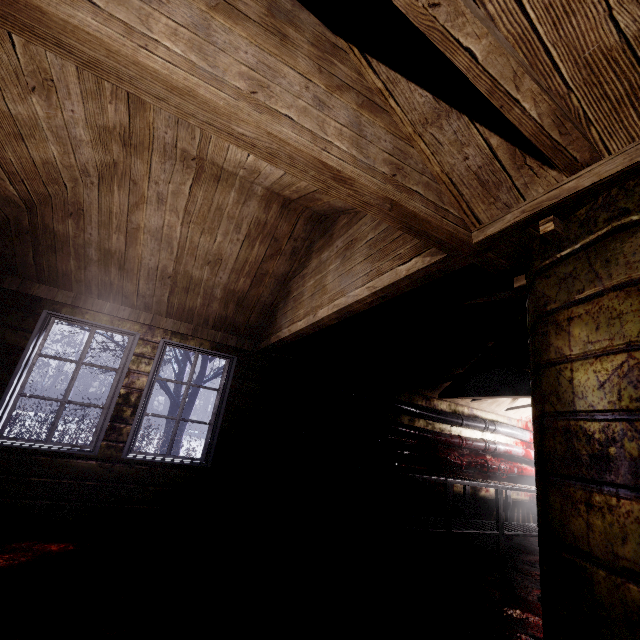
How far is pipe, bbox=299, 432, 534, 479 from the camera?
4.2 meters

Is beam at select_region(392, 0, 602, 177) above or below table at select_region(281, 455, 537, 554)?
above

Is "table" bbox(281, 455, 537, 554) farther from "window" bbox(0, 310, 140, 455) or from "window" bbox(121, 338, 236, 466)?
"window" bbox(0, 310, 140, 455)

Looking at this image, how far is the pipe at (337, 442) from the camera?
4.2m

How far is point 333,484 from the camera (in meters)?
4.25

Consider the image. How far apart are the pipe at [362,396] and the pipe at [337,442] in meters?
0.4 m

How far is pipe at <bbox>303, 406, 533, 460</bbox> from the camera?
4.3m

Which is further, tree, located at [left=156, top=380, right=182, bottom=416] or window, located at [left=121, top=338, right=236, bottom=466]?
tree, located at [left=156, top=380, right=182, bottom=416]
